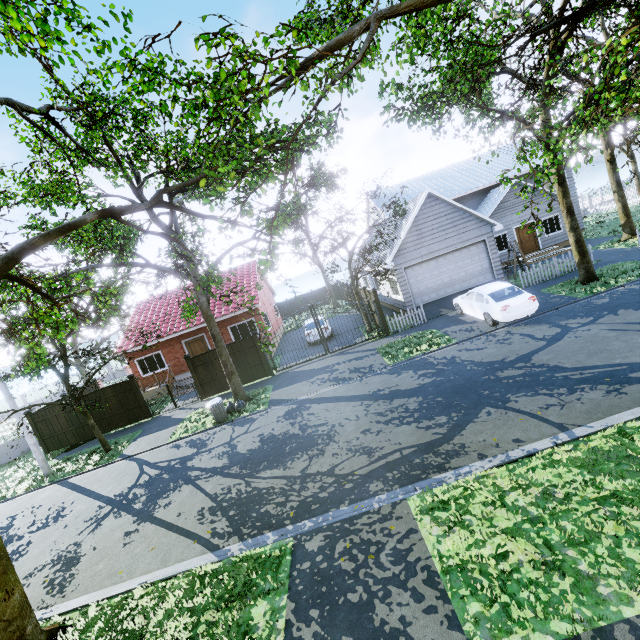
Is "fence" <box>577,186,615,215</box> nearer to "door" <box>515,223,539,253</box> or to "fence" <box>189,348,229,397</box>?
"fence" <box>189,348,229,397</box>

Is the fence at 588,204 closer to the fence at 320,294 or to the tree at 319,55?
the fence at 320,294

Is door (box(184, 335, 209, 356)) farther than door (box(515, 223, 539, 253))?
No

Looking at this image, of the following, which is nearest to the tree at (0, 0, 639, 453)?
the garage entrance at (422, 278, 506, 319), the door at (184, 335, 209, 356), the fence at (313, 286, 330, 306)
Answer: the fence at (313, 286, 330, 306)

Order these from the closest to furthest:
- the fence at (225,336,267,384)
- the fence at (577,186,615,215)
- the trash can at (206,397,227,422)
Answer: the trash can at (206,397,227,422), the fence at (225,336,267,384), the fence at (577,186,615,215)

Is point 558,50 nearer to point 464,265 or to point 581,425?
point 464,265

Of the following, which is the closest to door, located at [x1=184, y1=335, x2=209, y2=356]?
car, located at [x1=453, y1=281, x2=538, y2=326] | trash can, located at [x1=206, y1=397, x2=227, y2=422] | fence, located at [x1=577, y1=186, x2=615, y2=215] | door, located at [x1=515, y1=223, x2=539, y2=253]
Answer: trash can, located at [x1=206, y1=397, x2=227, y2=422]

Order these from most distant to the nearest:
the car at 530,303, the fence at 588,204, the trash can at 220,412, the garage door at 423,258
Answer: the fence at 588,204 < the garage door at 423,258 < the trash can at 220,412 < the car at 530,303
